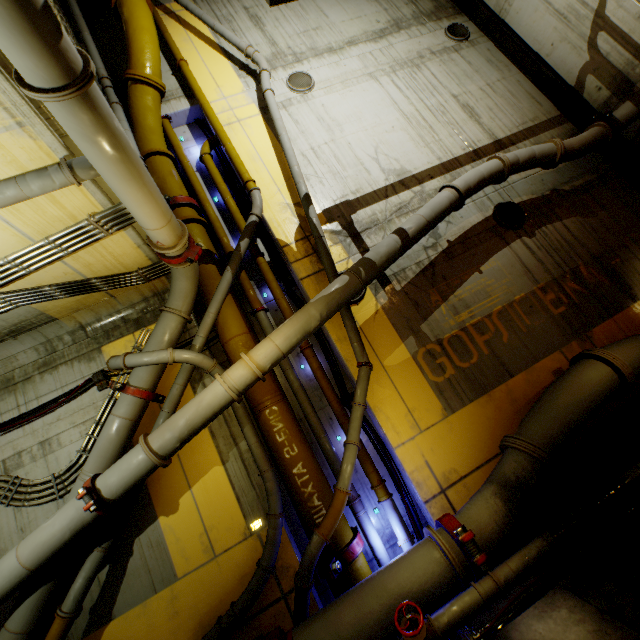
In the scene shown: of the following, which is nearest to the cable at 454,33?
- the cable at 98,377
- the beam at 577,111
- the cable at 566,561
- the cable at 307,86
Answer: the beam at 577,111

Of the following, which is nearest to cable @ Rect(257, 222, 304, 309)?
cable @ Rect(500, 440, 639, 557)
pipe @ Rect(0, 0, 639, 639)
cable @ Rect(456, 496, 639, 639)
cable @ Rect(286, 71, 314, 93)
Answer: pipe @ Rect(0, 0, 639, 639)

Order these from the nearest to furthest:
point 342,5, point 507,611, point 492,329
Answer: point 507,611, point 492,329, point 342,5

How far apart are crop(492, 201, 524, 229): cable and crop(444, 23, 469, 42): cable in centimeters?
617cm

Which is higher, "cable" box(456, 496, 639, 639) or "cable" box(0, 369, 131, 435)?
"cable" box(0, 369, 131, 435)

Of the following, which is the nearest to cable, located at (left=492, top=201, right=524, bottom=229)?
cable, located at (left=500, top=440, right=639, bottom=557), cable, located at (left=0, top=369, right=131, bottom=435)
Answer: cable, located at (left=500, top=440, right=639, bottom=557)

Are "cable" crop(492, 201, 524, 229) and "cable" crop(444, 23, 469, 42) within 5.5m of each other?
no

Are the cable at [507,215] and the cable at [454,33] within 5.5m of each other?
no
